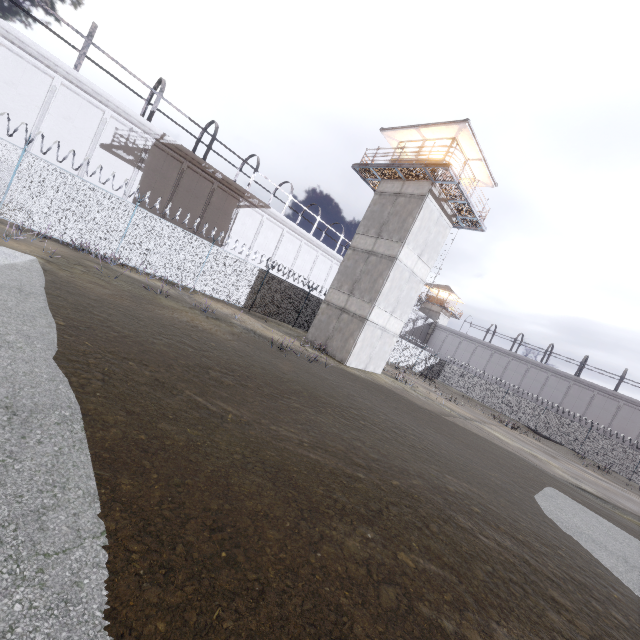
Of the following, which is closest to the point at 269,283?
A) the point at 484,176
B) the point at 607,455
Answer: the point at 484,176

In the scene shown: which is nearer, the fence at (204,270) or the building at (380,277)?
the fence at (204,270)

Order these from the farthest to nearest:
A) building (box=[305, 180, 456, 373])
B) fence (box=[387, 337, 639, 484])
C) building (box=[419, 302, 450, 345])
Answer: building (box=[419, 302, 450, 345]), fence (box=[387, 337, 639, 484]), building (box=[305, 180, 456, 373])

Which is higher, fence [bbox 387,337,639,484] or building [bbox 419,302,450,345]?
building [bbox 419,302,450,345]

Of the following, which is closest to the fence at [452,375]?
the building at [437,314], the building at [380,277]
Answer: the building at [380,277]

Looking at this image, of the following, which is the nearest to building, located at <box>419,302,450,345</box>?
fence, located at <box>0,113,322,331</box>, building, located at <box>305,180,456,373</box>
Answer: fence, located at <box>0,113,322,331</box>

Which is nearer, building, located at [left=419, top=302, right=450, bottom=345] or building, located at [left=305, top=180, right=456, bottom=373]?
building, located at [left=305, top=180, right=456, bottom=373]
